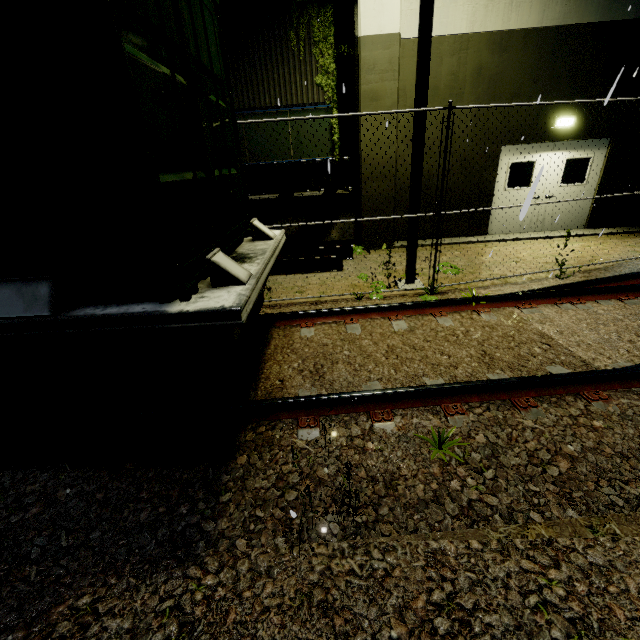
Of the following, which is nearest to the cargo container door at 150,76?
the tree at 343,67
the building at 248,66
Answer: the building at 248,66

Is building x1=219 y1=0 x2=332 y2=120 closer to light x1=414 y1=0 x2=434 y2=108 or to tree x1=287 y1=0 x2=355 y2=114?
tree x1=287 y1=0 x2=355 y2=114

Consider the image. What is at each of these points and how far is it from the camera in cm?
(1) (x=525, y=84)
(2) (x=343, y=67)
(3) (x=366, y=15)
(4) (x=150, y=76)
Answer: (1) building, 830
(2) tree, 944
(3) building, 735
(4) cargo container door, 213

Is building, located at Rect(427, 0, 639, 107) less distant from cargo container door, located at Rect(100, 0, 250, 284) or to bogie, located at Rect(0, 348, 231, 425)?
cargo container door, located at Rect(100, 0, 250, 284)

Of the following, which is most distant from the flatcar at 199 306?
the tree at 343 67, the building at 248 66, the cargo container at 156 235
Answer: the tree at 343 67

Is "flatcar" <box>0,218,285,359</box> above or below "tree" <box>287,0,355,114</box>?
below

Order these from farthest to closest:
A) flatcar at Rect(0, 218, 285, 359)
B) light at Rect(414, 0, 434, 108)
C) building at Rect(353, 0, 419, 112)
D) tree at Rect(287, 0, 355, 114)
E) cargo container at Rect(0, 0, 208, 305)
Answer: tree at Rect(287, 0, 355, 114)
building at Rect(353, 0, 419, 112)
light at Rect(414, 0, 434, 108)
flatcar at Rect(0, 218, 285, 359)
cargo container at Rect(0, 0, 208, 305)
